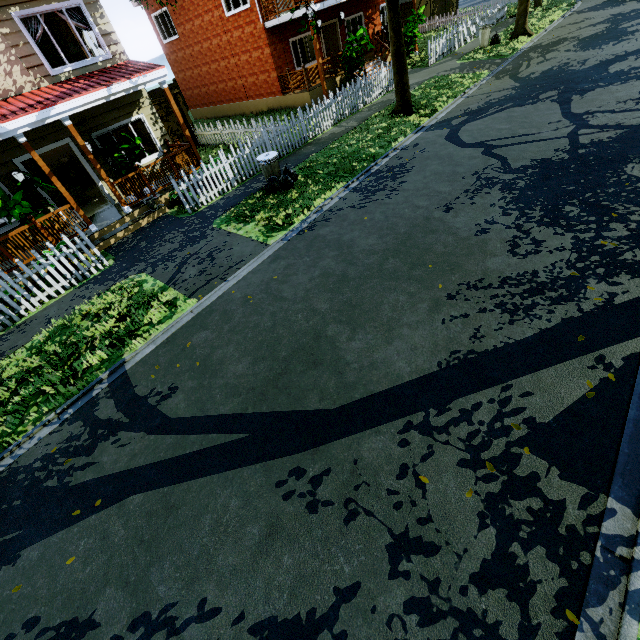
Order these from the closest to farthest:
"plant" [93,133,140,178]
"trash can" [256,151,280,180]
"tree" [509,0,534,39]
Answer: "trash can" [256,151,280,180] < "plant" [93,133,140,178] < "tree" [509,0,534,39]

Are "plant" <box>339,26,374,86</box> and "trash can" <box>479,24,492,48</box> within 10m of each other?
yes

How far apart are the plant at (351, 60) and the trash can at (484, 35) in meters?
6.5 m

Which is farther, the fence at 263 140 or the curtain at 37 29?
the fence at 263 140

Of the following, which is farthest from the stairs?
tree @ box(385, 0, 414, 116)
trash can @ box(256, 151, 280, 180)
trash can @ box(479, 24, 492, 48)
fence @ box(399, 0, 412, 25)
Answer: trash can @ box(479, 24, 492, 48)

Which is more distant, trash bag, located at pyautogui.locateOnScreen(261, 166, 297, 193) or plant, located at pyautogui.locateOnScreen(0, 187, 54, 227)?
trash bag, located at pyautogui.locateOnScreen(261, 166, 297, 193)

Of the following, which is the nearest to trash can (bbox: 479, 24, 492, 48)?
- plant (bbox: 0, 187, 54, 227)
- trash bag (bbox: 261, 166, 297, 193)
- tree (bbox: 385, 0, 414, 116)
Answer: tree (bbox: 385, 0, 414, 116)

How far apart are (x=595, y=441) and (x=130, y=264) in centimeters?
1010cm
